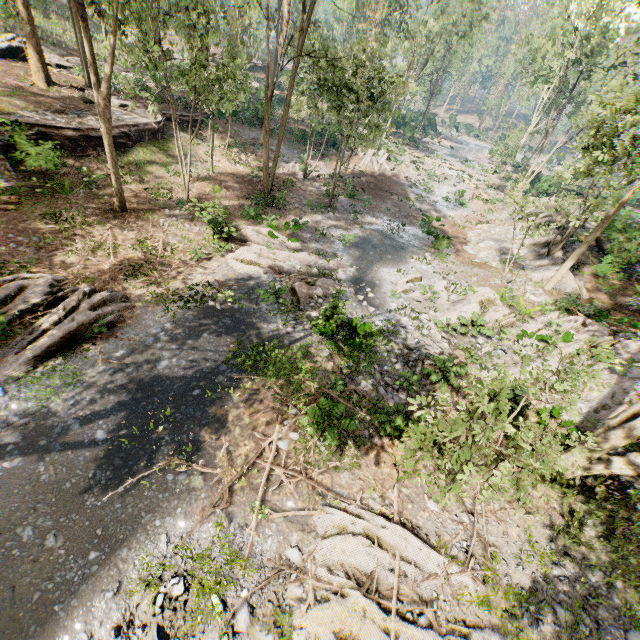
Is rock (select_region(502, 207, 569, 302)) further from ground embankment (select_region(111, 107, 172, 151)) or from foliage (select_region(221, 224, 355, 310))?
ground embankment (select_region(111, 107, 172, 151))

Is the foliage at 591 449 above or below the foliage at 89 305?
above

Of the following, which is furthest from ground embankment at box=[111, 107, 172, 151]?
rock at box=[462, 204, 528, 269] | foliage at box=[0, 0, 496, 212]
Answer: rock at box=[462, 204, 528, 269]

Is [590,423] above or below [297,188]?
above

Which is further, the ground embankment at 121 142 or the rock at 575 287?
the ground embankment at 121 142

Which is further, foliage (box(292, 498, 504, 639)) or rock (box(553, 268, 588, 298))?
rock (box(553, 268, 588, 298))

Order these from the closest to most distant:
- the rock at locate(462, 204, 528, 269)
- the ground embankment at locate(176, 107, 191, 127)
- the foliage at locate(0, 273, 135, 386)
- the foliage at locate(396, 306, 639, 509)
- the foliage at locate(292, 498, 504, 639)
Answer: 1. the foliage at locate(396, 306, 639, 509)
2. the foliage at locate(292, 498, 504, 639)
3. the foliage at locate(0, 273, 135, 386)
4. the rock at locate(462, 204, 528, 269)
5. the ground embankment at locate(176, 107, 191, 127)
